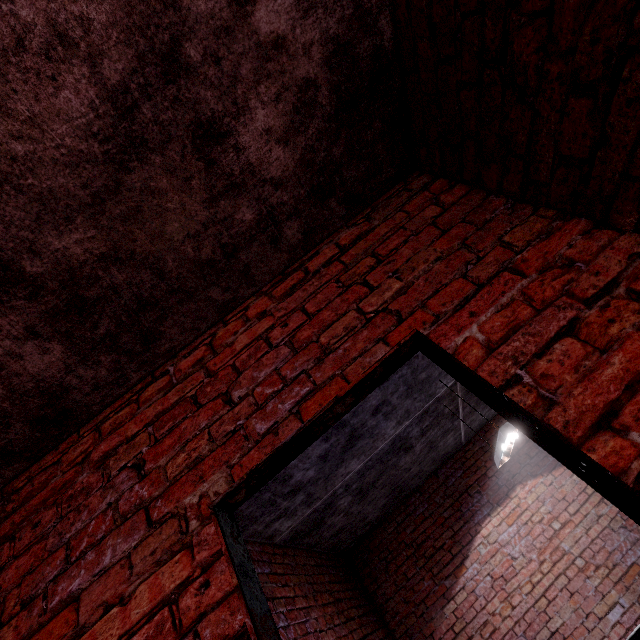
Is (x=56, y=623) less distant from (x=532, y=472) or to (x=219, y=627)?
(x=219, y=627)

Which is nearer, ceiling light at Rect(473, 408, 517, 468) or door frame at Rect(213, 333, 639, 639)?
door frame at Rect(213, 333, 639, 639)

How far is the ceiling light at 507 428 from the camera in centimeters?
307cm

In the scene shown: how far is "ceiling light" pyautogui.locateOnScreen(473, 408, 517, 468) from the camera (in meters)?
3.07

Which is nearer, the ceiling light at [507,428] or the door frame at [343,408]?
the door frame at [343,408]
